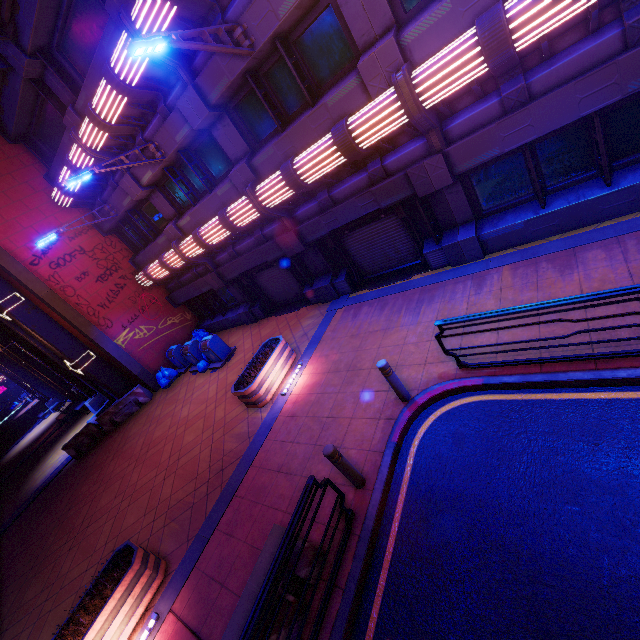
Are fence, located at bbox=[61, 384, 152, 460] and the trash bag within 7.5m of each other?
yes

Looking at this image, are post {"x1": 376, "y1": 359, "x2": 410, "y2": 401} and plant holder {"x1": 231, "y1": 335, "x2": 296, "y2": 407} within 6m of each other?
yes

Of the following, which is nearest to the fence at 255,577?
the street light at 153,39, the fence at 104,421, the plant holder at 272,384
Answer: the plant holder at 272,384

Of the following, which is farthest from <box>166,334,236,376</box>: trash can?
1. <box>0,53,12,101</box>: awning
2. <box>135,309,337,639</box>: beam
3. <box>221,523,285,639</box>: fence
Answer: <box>0,53,12,101</box>: awning

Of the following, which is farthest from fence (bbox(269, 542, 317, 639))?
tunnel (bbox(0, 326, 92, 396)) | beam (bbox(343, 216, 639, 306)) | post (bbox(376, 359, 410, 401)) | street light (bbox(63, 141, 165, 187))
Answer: tunnel (bbox(0, 326, 92, 396))

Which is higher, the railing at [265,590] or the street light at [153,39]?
the street light at [153,39]

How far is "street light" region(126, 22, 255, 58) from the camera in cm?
547

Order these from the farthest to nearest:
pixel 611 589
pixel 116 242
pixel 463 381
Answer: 1. pixel 116 242
2. pixel 463 381
3. pixel 611 589
